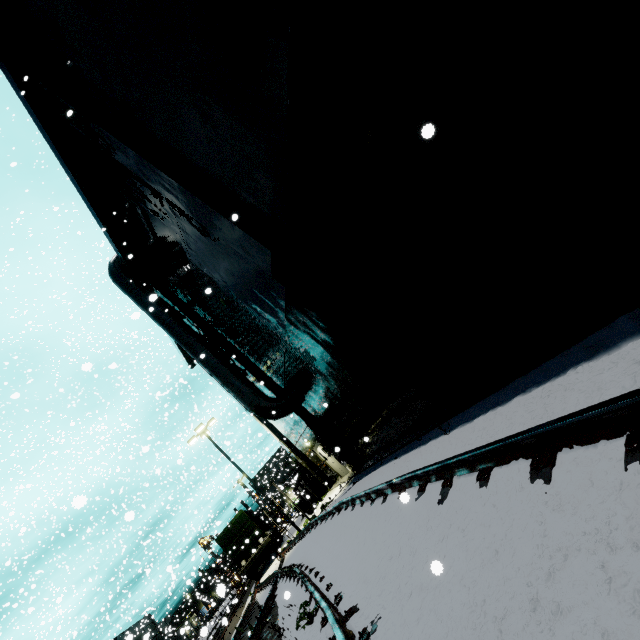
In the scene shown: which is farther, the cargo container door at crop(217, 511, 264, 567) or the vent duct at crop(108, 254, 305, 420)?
the cargo container door at crop(217, 511, 264, 567)

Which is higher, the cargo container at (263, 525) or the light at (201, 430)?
the light at (201, 430)

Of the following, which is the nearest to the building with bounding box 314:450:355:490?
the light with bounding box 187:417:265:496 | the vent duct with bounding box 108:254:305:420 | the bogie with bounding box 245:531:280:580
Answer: the vent duct with bounding box 108:254:305:420

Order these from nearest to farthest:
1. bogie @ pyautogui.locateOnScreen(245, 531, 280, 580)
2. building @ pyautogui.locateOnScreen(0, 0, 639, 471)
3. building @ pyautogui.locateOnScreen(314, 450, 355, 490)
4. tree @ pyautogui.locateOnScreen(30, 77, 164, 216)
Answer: building @ pyautogui.locateOnScreen(0, 0, 639, 471)
tree @ pyautogui.locateOnScreen(30, 77, 164, 216)
building @ pyautogui.locateOnScreen(314, 450, 355, 490)
bogie @ pyautogui.locateOnScreen(245, 531, 280, 580)

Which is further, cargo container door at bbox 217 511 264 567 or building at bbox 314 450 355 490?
cargo container door at bbox 217 511 264 567

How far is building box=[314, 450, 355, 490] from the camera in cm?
1505

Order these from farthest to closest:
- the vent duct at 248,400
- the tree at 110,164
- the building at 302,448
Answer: the building at 302,448, the vent duct at 248,400, the tree at 110,164

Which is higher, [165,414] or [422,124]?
[165,414]
